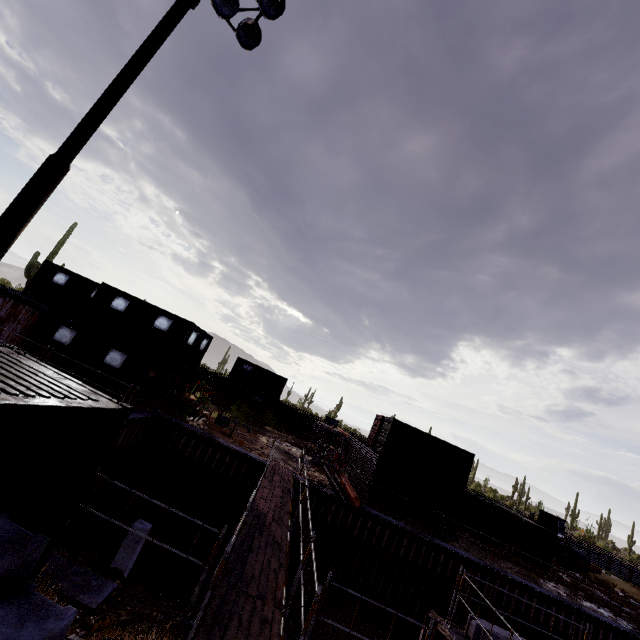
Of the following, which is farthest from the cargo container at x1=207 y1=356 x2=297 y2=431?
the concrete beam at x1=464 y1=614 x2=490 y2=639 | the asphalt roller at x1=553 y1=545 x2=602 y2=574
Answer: the asphalt roller at x1=553 y1=545 x2=602 y2=574

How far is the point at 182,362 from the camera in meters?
20.4 m

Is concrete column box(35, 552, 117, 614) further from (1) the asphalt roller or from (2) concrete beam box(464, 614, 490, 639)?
(1) the asphalt roller

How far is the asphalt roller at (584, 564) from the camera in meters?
22.7 m

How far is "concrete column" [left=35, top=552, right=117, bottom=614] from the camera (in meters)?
4.46

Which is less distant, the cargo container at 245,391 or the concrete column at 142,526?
the concrete column at 142,526

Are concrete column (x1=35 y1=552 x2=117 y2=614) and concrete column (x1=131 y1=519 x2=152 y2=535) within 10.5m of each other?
yes

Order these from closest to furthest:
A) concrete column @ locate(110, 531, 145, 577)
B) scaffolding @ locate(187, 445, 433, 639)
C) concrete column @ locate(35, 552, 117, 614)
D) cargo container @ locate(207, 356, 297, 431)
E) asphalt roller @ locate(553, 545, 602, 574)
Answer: concrete column @ locate(35, 552, 117, 614), scaffolding @ locate(187, 445, 433, 639), concrete column @ locate(110, 531, 145, 577), asphalt roller @ locate(553, 545, 602, 574), cargo container @ locate(207, 356, 297, 431)
